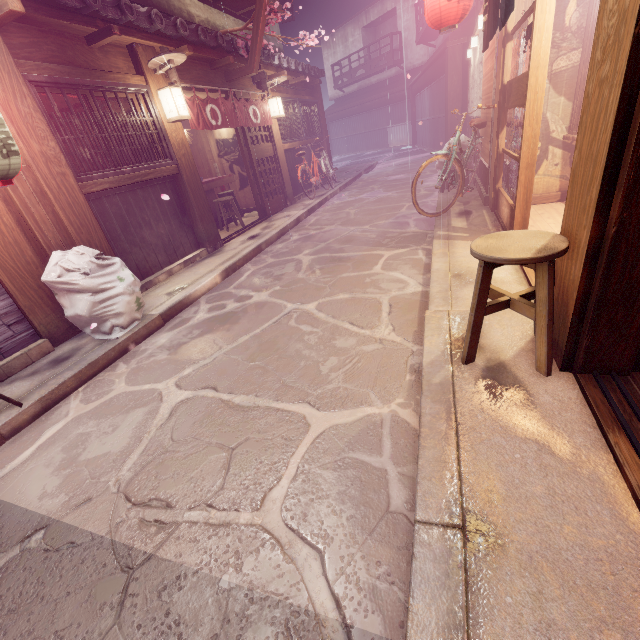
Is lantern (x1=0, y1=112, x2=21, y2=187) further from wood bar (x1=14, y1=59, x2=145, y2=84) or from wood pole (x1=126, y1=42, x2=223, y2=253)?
wood pole (x1=126, y1=42, x2=223, y2=253)

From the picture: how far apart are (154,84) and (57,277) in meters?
6.7

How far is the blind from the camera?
8.4m

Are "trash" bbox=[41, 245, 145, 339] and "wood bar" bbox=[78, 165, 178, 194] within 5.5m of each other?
yes

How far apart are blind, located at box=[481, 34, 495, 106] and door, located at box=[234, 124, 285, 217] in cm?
901

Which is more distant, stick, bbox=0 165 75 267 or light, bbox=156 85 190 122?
light, bbox=156 85 190 122

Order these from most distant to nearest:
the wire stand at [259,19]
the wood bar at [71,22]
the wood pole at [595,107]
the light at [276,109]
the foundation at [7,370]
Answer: the light at [276,109] → the wire stand at [259,19] → the wood bar at [71,22] → the foundation at [7,370] → the wood pole at [595,107]

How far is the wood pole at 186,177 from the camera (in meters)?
8.86
